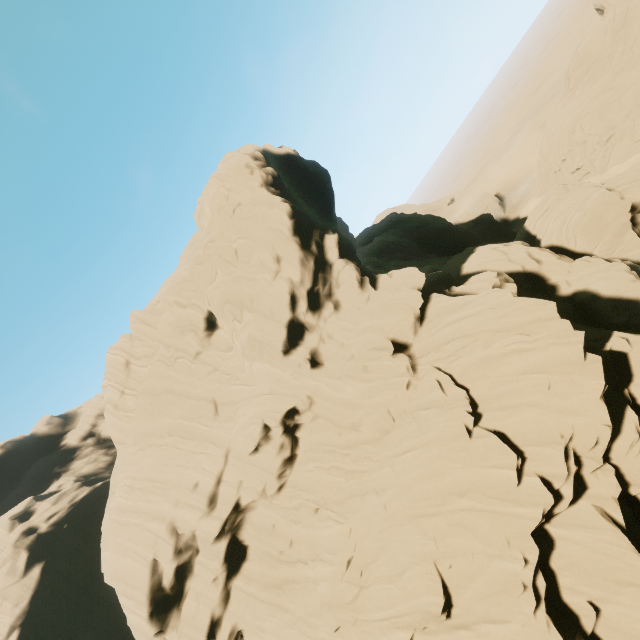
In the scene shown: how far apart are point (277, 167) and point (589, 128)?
51.6m
